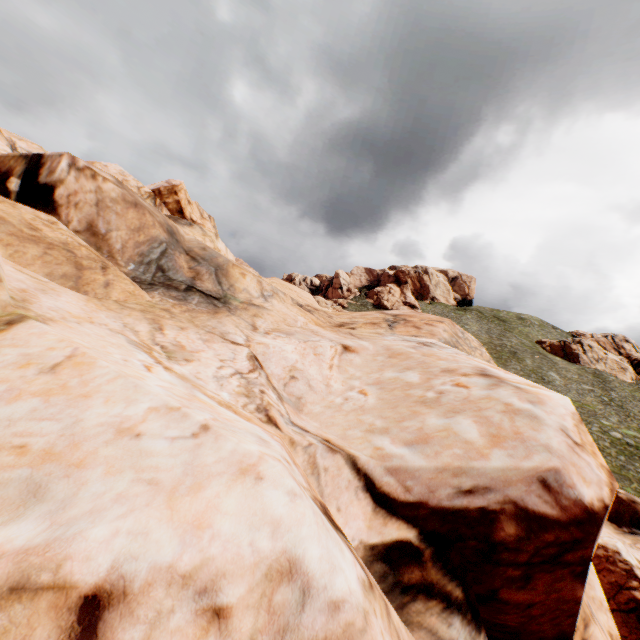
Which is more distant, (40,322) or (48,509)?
(40,322)
